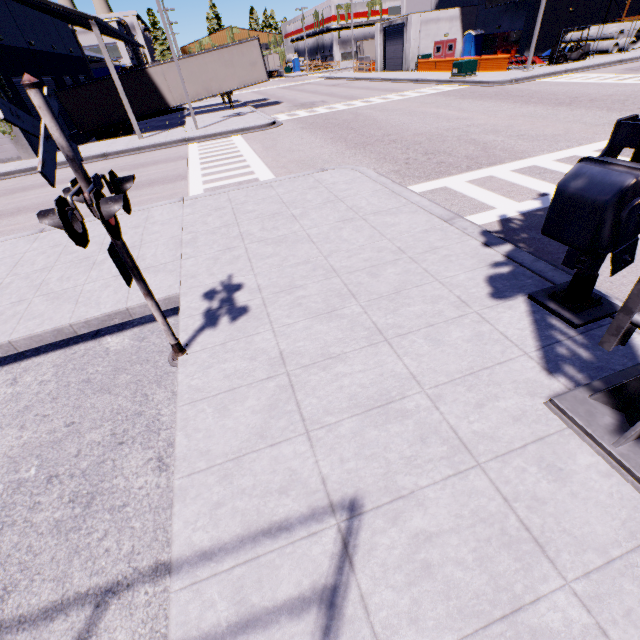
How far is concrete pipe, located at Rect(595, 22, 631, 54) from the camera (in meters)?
Answer: 27.83

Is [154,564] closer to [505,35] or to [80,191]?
[80,191]

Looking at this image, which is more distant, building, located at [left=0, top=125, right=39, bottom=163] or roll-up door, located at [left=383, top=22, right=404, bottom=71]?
roll-up door, located at [left=383, top=22, right=404, bottom=71]

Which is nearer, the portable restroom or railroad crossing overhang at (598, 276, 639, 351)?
railroad crossing overhang at (598, 276, 639, 351)

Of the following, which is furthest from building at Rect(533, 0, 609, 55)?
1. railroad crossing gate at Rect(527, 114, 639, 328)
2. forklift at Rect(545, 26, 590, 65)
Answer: forklift at Rect(545, 26, 590, 65)

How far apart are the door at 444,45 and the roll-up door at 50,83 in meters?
36.8

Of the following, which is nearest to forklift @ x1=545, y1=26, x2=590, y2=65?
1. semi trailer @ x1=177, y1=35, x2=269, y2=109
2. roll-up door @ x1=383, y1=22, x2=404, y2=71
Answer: semi trailer @ x1=177, y1=35, x2=269, y2=109

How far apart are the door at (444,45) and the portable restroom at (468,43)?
0.8 meters
